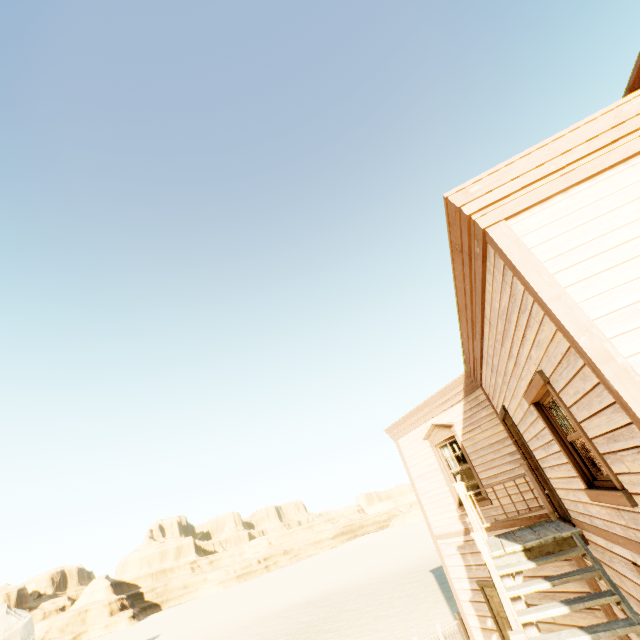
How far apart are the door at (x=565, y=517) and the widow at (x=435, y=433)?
1.8m

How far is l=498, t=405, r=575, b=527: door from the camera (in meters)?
5.74

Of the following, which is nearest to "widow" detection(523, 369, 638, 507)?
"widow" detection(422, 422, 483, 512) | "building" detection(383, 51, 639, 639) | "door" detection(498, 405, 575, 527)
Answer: "building" detection(383, 51, 639, 639)

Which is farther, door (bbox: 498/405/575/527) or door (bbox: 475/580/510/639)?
door (bbox: 475/580/510/639)

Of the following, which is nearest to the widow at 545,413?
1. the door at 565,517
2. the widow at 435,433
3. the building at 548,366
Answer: the building at 548,366

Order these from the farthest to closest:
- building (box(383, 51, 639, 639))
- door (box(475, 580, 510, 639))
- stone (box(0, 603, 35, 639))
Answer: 1. stone (box(0, 603, 35, 639))
2. door (box(475, 580, 510, 639))
3. building (box(383, 51, 639, 639))

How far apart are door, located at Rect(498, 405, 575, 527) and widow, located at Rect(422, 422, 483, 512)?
1.8 meters

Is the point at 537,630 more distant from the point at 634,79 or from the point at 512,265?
the point at 634,79
